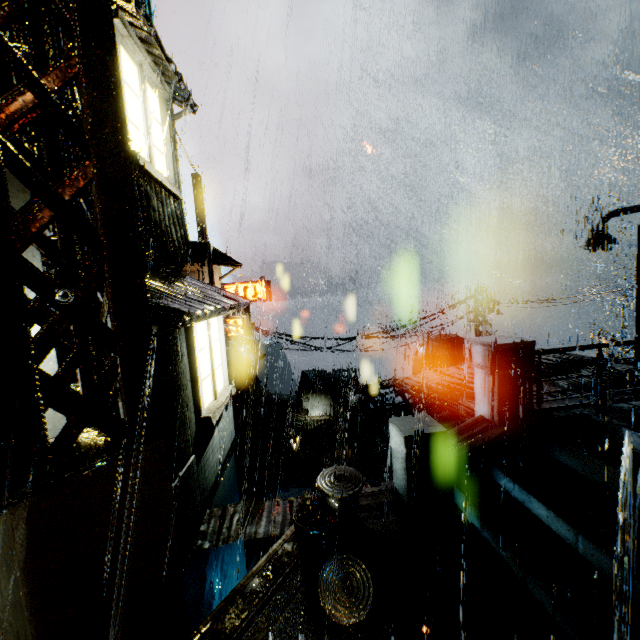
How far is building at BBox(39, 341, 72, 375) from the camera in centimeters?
385cm

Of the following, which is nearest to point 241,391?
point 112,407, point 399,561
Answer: point 399,561

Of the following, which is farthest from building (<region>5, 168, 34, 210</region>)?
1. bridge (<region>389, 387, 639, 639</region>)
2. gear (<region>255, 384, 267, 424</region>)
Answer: gear (<region>255, 384, 267, 424</region>)

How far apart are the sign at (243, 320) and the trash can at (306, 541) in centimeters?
1985cm

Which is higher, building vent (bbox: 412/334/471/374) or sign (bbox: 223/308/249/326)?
sign (bbox: 223/308/249/326)

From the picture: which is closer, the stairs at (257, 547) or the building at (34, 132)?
the building at (34, 132)

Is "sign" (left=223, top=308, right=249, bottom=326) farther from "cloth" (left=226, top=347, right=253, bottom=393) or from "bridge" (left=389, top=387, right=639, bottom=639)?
"bridge" (left=389, top=387, right=639, bottom=639)

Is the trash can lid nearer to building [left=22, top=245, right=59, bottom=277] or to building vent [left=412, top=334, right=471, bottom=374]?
building [left=22, top=245, right=59, bottom=277]
